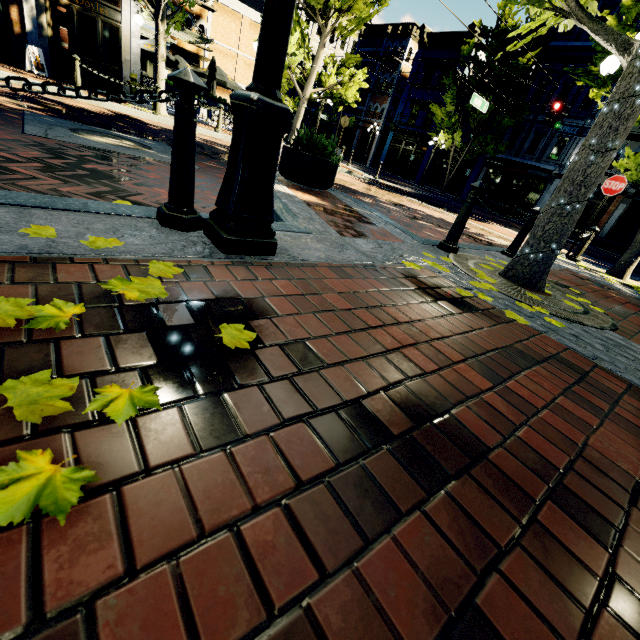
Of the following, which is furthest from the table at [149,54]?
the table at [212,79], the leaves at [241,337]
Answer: the leaves at [241,337]

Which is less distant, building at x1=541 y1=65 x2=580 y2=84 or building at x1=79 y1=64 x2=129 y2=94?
building at x1=79 y1=64 x2=129 y2=94

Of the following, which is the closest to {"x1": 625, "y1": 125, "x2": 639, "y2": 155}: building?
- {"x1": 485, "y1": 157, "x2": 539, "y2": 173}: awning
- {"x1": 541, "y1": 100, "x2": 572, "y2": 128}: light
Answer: {"x1": 485, "y1": 157, "x2": 539, "y2": 173}: awning

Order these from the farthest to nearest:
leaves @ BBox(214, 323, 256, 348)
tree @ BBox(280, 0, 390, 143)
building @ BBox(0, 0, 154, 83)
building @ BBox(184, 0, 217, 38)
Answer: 1. building @ BBox(184, 0, 217, 38)
2. tree @ BBox(280, 0, 390, 143)
3. building @ BBox(0, 0, 154, 83)
4. leaves @ BBox(214, 323, 256, 348)

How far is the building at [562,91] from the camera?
20.59m

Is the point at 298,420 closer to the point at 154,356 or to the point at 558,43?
the point at 154,356

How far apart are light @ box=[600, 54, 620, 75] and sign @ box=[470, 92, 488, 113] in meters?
13.1

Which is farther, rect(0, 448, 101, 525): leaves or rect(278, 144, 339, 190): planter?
rect(278, 144, 339, 190): planter
